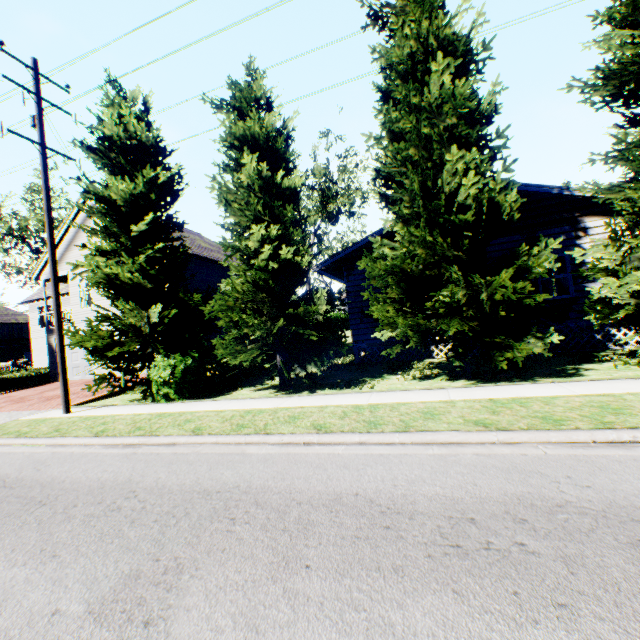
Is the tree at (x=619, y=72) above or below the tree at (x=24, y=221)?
below

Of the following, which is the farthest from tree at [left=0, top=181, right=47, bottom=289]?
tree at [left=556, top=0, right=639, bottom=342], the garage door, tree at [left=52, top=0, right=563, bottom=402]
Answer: tree at [left=556, top=0, right=639, bottom=342]

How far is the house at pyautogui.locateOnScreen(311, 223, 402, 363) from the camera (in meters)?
13.14

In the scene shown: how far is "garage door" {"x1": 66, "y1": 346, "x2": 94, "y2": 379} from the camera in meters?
19.9 m

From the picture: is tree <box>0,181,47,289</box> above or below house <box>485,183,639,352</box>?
above

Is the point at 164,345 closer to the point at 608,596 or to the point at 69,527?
the point at 69,527

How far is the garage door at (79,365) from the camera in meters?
19.9 m

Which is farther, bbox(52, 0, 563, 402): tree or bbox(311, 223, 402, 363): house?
bbox(311, 223, 402, 363): house
